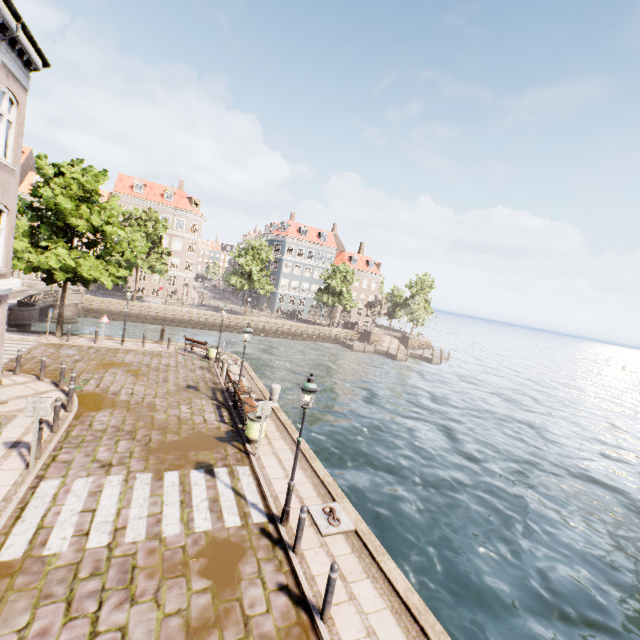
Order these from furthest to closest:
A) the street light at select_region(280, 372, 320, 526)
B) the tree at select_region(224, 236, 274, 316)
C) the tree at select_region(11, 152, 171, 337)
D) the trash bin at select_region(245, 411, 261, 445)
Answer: the tree at select_region(224, 236, 274, 316)
the tree at select_region(11, 152, 171, 337)
the trash bin at select_region(245, 411, 261, 445)
the street light at select_region(280, 372, 320, 526)

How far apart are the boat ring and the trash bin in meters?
3.4

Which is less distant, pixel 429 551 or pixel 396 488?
pixel 429 551

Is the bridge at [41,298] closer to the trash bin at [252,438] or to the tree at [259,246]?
the tree at [259,246]

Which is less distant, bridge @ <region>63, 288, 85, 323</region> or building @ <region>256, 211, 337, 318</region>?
bridge @ <region>63, 288, 85, 323</region>

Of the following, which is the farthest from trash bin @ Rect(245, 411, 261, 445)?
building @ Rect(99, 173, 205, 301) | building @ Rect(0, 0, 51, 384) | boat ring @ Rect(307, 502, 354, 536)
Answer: building @ Rect(99, 173, 205, 301)

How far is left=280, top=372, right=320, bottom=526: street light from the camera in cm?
749

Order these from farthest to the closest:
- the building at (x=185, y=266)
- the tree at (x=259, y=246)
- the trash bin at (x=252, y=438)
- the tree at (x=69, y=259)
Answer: the building at (x=185, y=266) → the tree at (x=259, y=246) → the tree at (x=69, y=259) → the trash bin at (x=252, y=438)
